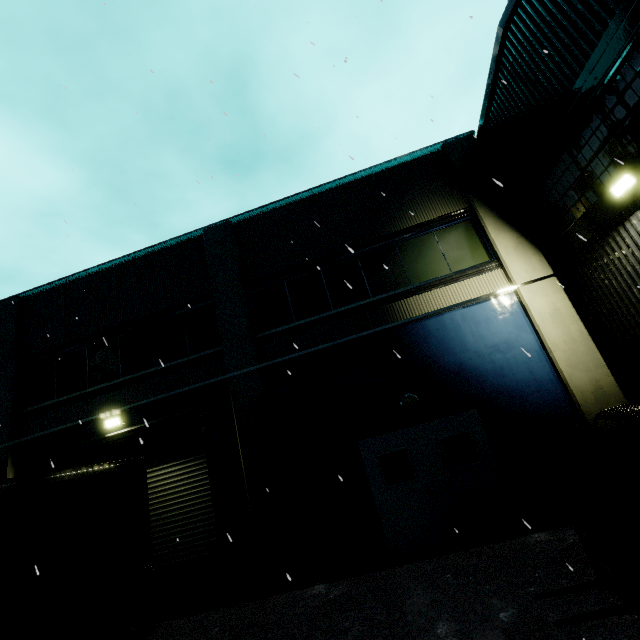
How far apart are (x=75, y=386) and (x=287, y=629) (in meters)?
9.06

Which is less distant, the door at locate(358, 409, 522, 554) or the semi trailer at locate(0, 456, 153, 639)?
the semi trailer at locate(0, 456, 153, 639)

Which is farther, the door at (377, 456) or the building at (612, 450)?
the door at (377, 456)

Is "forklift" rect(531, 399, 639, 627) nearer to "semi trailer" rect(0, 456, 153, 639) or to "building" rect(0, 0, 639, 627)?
"building" rect(0, 0, 639, 627)

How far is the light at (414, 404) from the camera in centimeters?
783cm

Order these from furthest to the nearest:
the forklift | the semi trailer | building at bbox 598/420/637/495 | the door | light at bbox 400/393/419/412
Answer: light at bbox 400/393/419/412, the door, building at bbox 598/420/637/495, the semi trailer, the forklift

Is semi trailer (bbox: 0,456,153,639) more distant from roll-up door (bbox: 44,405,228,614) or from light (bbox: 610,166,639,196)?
light (bbox: 610,166,639,196)

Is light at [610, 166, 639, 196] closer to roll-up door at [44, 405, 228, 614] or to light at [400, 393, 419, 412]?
light at [400, 393, 419, 412]
